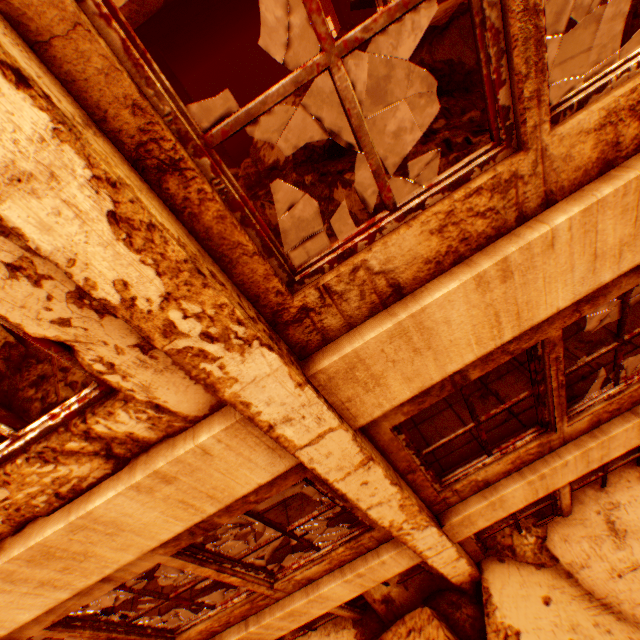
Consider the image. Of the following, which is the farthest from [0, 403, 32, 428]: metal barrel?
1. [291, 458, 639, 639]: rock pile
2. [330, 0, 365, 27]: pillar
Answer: [330, 0, 365, 27]: pillar

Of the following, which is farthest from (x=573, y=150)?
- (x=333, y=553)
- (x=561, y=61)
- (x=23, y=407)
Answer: (x=23, y=407)

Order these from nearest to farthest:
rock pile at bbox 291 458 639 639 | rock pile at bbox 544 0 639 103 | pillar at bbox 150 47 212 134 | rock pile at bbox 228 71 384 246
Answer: rock pile at bbox 544 0 639 103 < rock pile at bbox 228 71 384 246 < rock pile at bbox 291 458 639 639 < pillar at bbox 150 47 212 134

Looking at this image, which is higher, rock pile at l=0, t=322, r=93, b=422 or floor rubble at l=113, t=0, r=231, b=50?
floor rubble at l=113, t=0, r=231, b=50

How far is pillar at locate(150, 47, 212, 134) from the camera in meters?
6.3 m

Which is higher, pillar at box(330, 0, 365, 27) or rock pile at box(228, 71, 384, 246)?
pillar at box(330, 0, 365, 27)

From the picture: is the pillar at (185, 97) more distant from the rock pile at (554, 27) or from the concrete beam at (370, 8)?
the concrete beam at (370, 8)

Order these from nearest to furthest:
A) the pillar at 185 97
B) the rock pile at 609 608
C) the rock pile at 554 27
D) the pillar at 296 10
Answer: the rock pile at 554 27
the rock pile at 609 608
the pillar at 185 97
the pillar at 296 10
